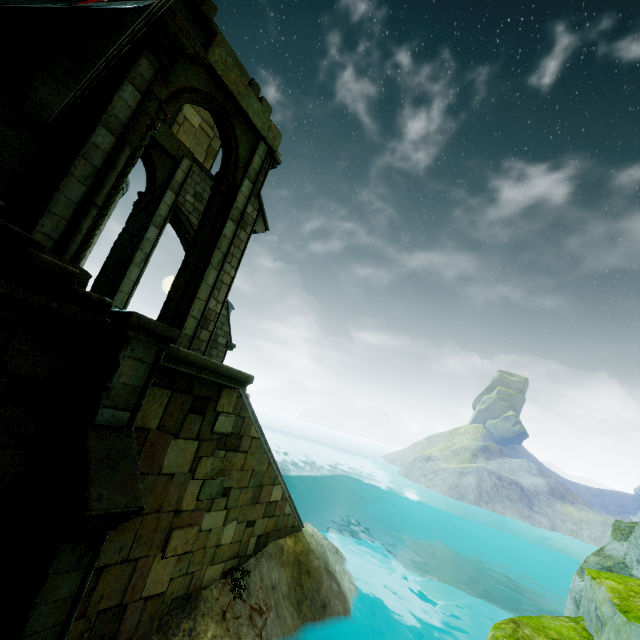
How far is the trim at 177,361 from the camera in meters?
5.1

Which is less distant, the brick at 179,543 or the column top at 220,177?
the brick at 179,543

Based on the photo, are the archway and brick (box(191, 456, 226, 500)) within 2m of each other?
no

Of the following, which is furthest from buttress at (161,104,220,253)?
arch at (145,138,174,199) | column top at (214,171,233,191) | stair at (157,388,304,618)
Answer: column top at (214,171,233,191)

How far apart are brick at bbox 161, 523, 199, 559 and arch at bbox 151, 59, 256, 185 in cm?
844

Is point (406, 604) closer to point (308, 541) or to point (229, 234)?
point (308, 541)

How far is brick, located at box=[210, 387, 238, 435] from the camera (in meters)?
6.36

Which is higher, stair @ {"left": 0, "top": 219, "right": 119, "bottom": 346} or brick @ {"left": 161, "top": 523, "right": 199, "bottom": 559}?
stair @ {"left": 0, "top": 219, "right": 119, "bottom": 346}
